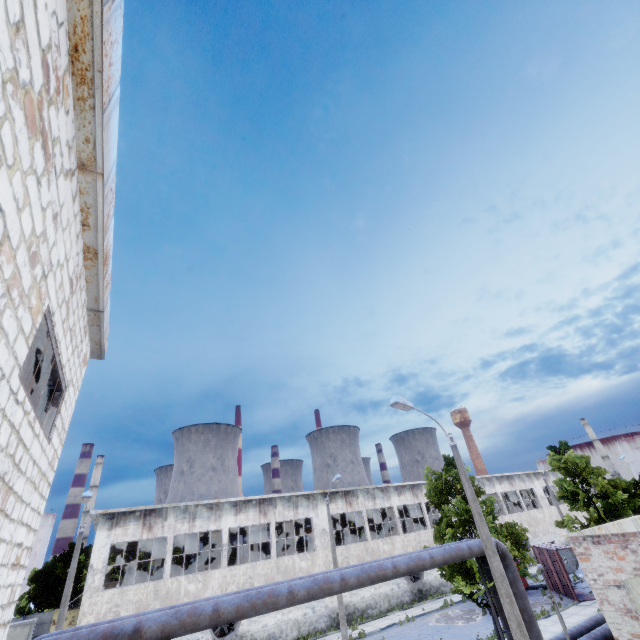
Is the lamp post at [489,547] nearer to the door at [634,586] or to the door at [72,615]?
the door at [634,586]

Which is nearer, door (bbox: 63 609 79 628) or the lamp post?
the lamp post

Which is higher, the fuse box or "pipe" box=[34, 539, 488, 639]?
"pipe" box=[34, 539, 488, 639]

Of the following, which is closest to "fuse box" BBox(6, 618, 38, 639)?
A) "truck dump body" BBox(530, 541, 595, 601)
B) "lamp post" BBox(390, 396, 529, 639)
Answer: "lamp post" BBox(390, 396, 529, 639)

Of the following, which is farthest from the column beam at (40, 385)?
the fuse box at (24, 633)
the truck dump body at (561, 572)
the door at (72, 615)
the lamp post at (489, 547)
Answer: the fuse box at (24, 633)

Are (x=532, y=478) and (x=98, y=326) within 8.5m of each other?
no

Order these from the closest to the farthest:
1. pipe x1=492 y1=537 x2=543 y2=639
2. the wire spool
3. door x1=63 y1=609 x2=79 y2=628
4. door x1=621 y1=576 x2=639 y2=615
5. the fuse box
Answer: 1. door x1=621 y1=576 x2=639 y2=615
2. pipe x1=492 y1=537 x2=543 y2=639
3. door x1=63 y1=609 x2=79 y2=628
4. the fuse box
5. the wire spool

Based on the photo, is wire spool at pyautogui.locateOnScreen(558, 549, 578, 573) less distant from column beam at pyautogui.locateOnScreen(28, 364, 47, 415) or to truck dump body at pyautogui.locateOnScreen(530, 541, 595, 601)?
truck dump body at pyautogui.locateOnScreen(530, 541, 595, 601)
